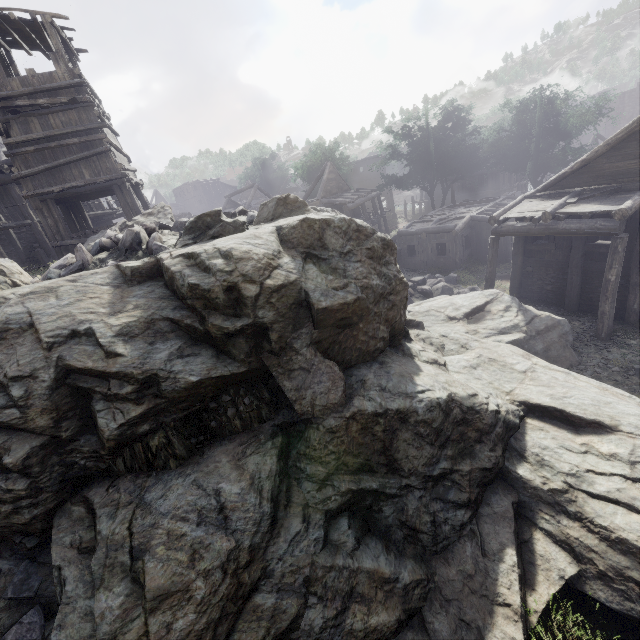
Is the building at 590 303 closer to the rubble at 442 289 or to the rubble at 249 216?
the rubble at 442 289

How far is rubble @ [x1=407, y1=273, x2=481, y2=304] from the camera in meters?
16.3 m

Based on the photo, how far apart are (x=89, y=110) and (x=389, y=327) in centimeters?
1458cm

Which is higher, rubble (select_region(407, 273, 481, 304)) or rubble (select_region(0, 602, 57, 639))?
rubble (select_region(0, 602, 57, 639))

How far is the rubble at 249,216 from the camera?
9.8m

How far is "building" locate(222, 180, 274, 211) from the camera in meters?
35.2 m

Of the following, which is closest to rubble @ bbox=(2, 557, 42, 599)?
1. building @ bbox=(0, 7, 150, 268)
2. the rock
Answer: the rock

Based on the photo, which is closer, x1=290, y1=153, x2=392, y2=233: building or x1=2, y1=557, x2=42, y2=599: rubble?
x1=2, y1=557, x2=42, y2=599: rubble
